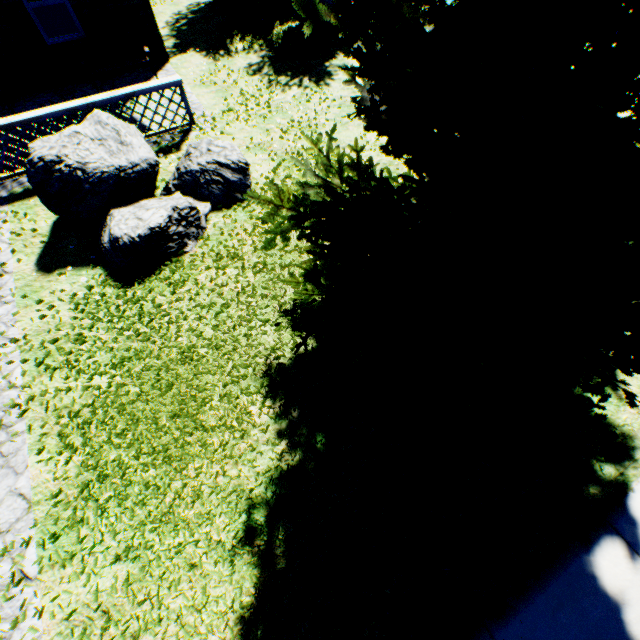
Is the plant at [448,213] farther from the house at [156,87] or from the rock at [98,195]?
the house at [156,87]

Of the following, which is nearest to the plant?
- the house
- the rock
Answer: the rock

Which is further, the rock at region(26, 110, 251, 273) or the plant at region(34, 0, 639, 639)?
the rock at region(26, 110, 251, 273)

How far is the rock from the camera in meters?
5.5

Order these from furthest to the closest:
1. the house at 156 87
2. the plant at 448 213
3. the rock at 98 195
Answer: the house at 156 87
the rock at 98 195
the plant at 448 213

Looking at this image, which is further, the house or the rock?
the house

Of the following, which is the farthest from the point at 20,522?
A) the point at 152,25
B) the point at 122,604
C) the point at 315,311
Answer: the point at 152,25

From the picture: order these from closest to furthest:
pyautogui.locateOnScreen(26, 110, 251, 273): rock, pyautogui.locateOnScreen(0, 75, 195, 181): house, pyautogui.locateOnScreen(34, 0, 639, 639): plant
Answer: pyautogui.locateOnScreen(34, 0, 639, 639): plant
pyautogui.locateOnScreen(26, 110, 251, 273): rock
pyautogui.locateOnScreen(0, 75, 195, 181): house
